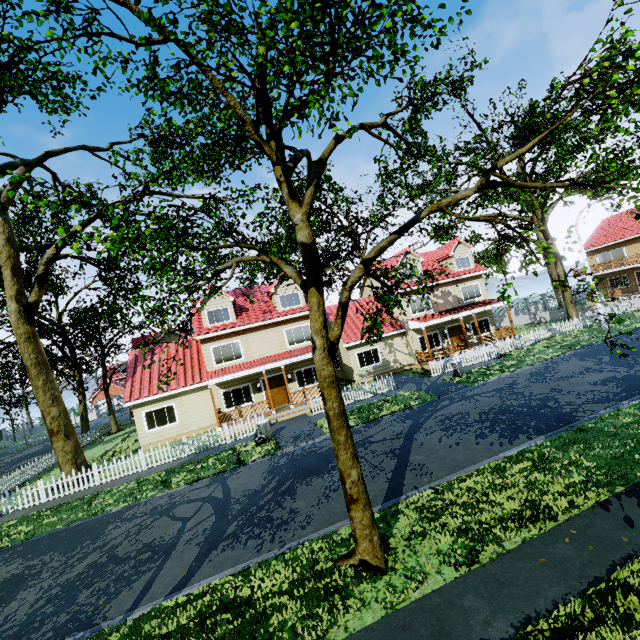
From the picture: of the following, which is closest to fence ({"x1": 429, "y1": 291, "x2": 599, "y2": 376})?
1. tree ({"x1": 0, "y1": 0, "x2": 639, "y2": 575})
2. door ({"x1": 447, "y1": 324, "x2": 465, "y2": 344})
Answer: tree ({"x1": 0, "y1": 0, "x2": 639, "y2": 575})

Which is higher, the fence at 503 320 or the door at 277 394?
the door at 277 394

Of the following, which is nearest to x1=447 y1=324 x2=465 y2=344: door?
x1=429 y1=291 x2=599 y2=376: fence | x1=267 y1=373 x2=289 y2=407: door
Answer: x1=429 y1=291 x2=599 y2=376: fence

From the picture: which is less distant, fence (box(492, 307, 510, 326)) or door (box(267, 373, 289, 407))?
Result: door (box(267, 373, 289, 407))

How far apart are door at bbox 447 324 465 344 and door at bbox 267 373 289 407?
13.5 meters

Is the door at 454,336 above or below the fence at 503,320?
above

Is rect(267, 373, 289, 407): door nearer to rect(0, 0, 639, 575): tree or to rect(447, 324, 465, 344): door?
rect(0, 0, 639, 575): tree

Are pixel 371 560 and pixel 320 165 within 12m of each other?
yes
